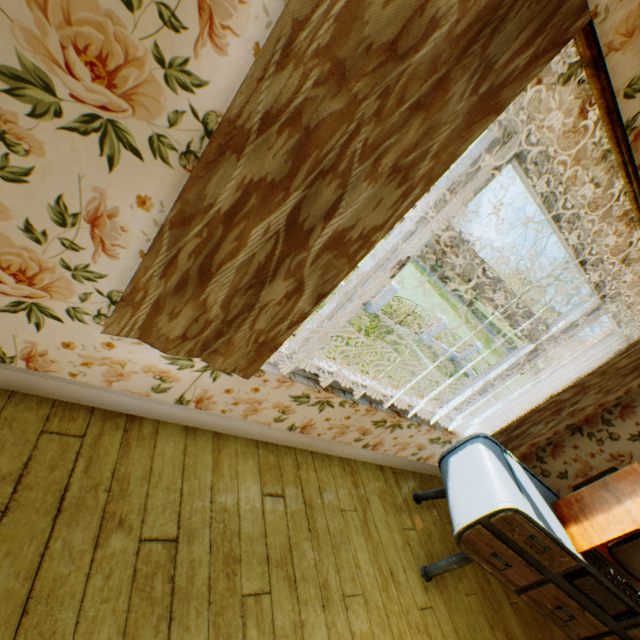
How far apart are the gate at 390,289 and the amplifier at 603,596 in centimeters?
1854cm

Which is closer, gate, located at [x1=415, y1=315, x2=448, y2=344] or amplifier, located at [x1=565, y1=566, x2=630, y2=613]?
amplifier, located at [x1=565, y1=566, x2=630, y2=613]

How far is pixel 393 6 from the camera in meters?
0.9

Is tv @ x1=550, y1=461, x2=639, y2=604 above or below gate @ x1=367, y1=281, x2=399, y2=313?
above

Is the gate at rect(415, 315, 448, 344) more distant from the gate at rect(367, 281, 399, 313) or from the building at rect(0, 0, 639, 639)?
the building at rect(0, 0, 639, 639)

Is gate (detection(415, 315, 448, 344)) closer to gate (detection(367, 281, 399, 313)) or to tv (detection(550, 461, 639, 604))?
gate (detection(367, 281, 399, 313))

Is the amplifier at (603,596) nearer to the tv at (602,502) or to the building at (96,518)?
the tv at (602,502)

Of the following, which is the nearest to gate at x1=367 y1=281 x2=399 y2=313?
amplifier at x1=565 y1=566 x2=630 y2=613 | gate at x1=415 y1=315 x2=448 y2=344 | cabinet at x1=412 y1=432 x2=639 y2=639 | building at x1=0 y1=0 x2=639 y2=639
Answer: gate at x1=415 y1=315 x2=448 y2=344
